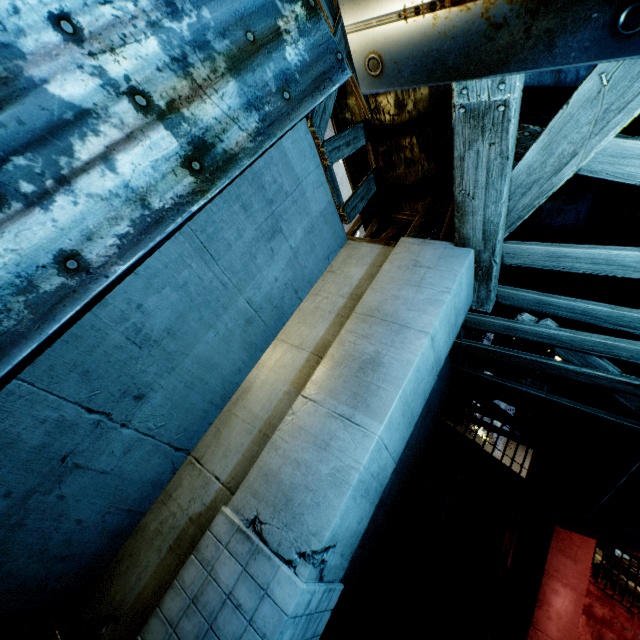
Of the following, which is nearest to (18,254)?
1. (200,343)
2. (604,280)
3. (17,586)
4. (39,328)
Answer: (39,328)

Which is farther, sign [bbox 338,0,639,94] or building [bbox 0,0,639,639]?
building [bbox 0,0,639,639]

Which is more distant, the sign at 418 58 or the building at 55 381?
the building at 55 381
